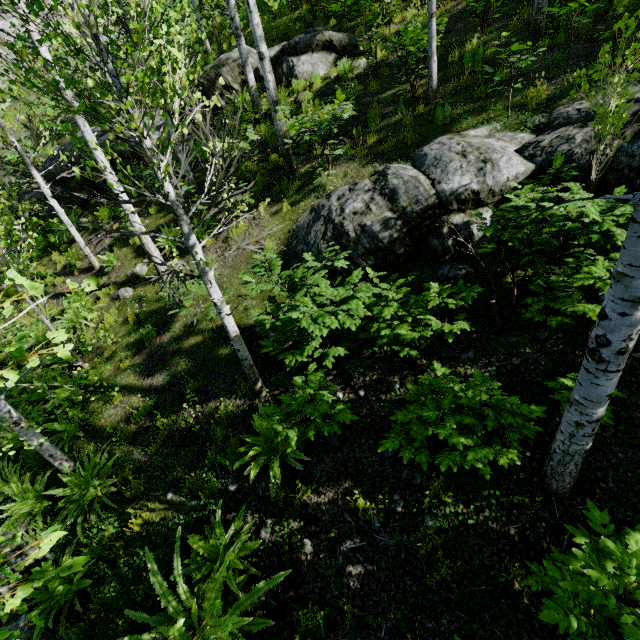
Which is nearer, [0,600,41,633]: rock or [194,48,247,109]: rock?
[0,600,41,633]: rock

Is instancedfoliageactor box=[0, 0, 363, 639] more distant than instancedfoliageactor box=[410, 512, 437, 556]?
No

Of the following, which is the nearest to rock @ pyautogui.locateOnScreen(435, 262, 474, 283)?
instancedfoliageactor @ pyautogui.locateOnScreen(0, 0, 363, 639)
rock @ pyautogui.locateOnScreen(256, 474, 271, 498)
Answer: instancedfoliageactor @ pyautogui.locateOnScreen(0, 0, 363, 639)

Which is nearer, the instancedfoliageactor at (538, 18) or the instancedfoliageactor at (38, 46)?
the instancedfoliageactor at (38, 46)

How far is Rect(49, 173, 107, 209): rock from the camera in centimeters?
1236cm

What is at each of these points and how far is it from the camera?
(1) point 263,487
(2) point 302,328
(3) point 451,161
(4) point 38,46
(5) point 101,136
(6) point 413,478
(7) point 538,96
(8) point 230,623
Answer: (1) rock, 4.36m
(2) instancedfoliageactor, 3.61m
(3) rock, 5.32m
(4) instancedfoliageactor, 5.82m
(5) rock, 11.91m
(6) instancedfoliageactor, 3.72m
(7) instancedfoliageactor, 6.07m
(8) instancedfoliageactor, 2.01m

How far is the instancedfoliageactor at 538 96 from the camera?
6.0 meters

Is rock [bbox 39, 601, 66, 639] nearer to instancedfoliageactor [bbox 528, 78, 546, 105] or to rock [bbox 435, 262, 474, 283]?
instancedfoliageactor [bbox 528, 78, 546, 105]
